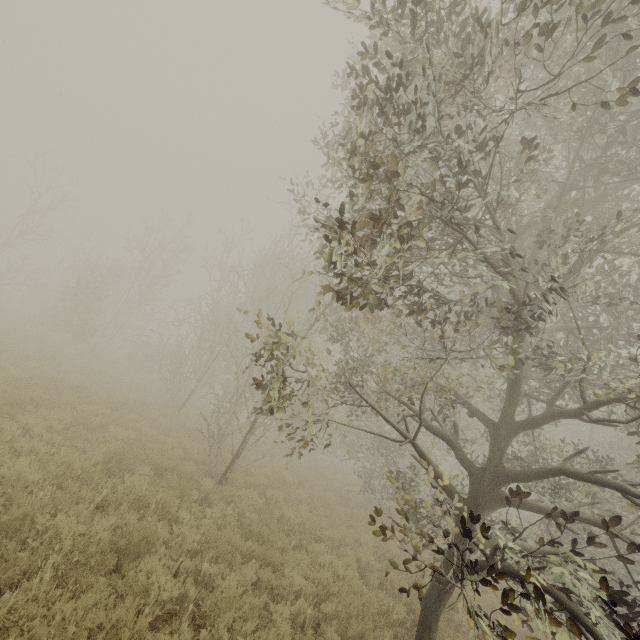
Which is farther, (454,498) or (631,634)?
(454,498)
